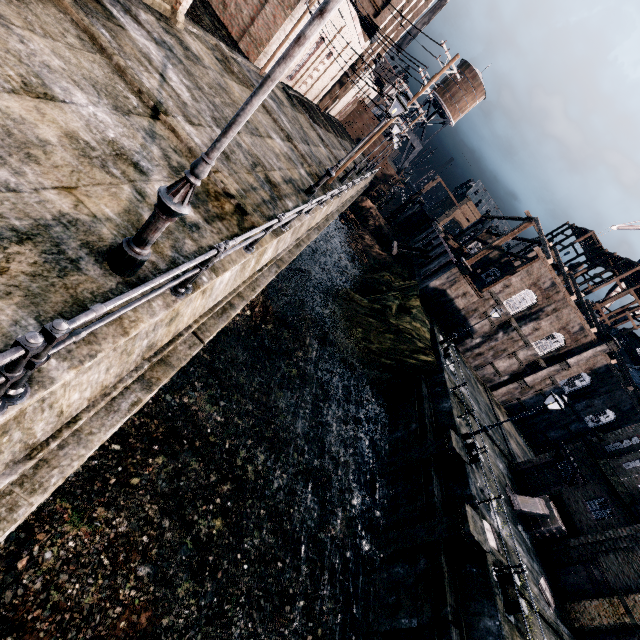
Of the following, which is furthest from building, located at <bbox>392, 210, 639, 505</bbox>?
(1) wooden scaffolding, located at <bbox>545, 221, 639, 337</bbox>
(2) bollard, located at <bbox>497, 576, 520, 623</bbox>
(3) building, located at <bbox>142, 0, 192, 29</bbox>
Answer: (3) building, located at <bbox>142, 0, 192, 29</bbox>

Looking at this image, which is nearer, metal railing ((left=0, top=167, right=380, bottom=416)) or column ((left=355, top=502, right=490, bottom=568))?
metal railing ((left=0, top=167, right=380, bottom=416))

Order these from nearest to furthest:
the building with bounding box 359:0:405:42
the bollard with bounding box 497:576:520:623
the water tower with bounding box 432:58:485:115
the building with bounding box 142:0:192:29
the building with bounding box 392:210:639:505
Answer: the bollard with bounding box 497:576:520:623
the building with bounding box 142:0:192:29
the building with bounding box 392:210:639:505
the building with bounding box 359:0:405:42
the water tower with bounding box 432:58:485:115

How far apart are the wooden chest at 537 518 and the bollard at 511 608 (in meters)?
7.56

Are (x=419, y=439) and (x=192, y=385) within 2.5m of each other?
no

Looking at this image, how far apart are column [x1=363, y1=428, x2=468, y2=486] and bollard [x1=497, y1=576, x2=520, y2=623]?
4.88m

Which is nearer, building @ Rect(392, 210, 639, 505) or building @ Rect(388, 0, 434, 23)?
building @ Rect(392, 210, 639, 505)

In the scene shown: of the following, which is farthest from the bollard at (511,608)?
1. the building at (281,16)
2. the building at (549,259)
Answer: the building at (281,16)
